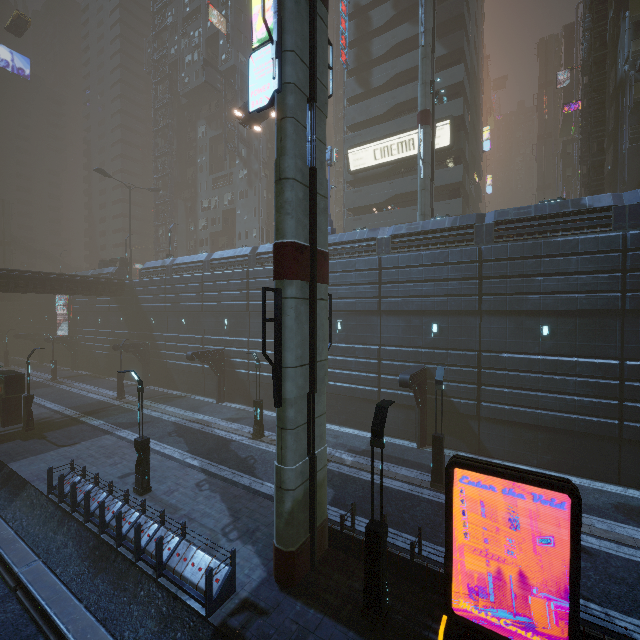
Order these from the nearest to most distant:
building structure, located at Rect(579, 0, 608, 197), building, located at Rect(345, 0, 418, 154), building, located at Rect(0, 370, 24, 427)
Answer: building, located at Rect(0, 370, 24, 427) → building structure, located at Rect(579, 0, 608, 197) → building, located at Rect(345, 0, 418, 154)

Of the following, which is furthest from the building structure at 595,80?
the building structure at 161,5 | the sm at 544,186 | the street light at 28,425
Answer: the building structure at 161,5

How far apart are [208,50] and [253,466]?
57.93m

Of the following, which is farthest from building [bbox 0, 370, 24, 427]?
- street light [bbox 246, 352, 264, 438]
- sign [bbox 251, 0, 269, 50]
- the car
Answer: the car

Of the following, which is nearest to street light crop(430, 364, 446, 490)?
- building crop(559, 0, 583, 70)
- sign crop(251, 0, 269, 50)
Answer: sign crop(251, 0, 269, 50)

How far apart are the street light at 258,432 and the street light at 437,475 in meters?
10.6

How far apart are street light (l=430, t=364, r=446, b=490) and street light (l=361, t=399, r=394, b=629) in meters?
6.7

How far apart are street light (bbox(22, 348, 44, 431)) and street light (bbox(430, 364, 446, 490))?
25.88m
